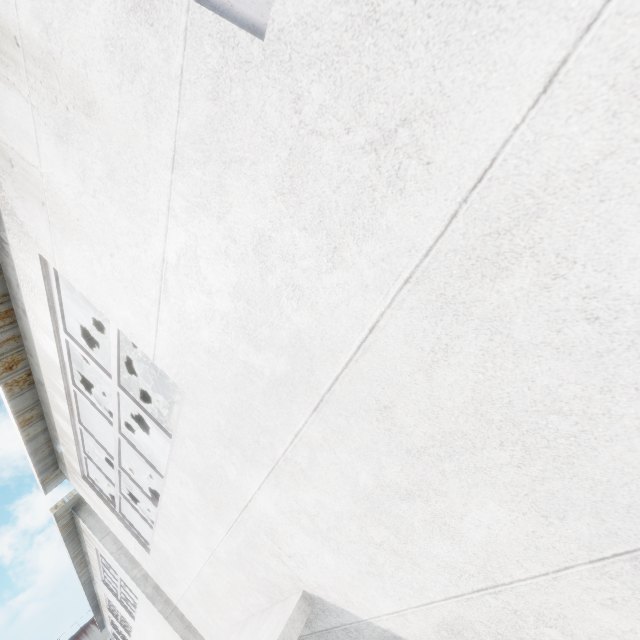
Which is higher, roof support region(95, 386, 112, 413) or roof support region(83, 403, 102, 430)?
roof support region(95, 386, 112, 413)

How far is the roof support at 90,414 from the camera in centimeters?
654cm

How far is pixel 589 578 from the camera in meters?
1.4

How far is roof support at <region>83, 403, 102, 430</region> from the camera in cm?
654
